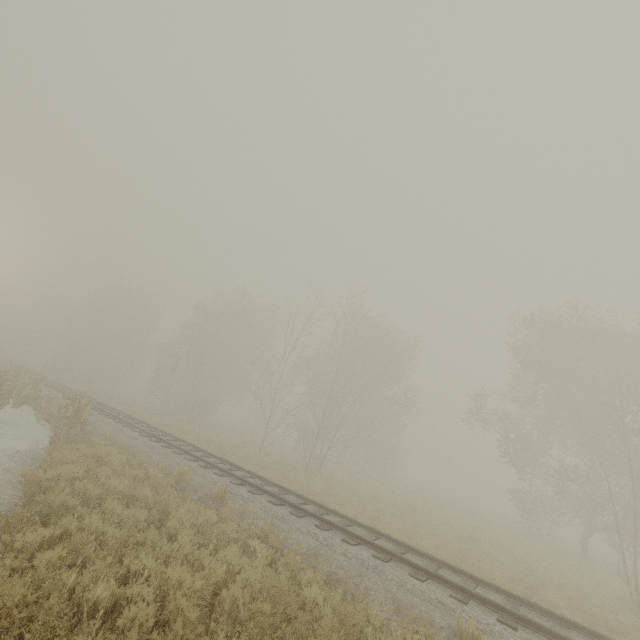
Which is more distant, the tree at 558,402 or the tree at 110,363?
the tree at 110,363

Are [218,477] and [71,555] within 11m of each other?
yes

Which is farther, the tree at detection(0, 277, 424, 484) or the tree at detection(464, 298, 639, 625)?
the tree at detection(0, 277, 424, 484)
